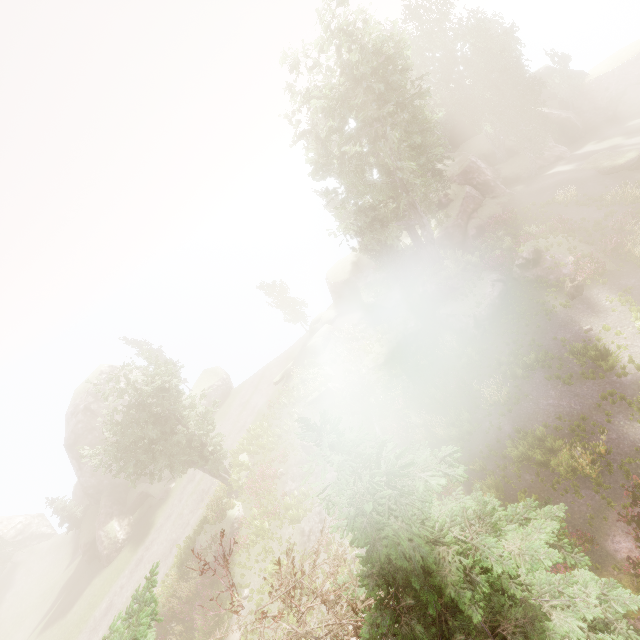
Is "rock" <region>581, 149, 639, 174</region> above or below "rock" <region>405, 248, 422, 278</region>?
below

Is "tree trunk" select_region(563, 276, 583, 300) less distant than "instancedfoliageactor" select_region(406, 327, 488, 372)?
Yes

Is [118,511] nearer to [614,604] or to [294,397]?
[294,397]

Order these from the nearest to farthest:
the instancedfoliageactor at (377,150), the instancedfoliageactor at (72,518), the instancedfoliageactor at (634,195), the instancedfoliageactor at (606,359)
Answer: the instancedfoliageactor at (606,359), the instancedfoliageactor at (377,150), the instancedfoliageactor at (634,195), the instancedfoliageactor at (72,518)

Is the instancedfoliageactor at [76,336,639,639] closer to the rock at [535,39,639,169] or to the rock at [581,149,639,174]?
the rock at [535,39,639,169]

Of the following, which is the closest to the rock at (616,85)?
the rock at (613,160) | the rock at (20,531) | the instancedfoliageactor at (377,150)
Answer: the instancedfoliageactor at (377,150)

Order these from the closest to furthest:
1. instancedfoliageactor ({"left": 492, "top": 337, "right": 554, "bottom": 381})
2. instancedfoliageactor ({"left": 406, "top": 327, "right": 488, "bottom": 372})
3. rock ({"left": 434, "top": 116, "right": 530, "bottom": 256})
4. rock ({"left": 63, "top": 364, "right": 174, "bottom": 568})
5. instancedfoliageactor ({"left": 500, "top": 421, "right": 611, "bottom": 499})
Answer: instancedfoliageactor ({"left": 500, "top": 421, "right": 611, "bottom": 499})
instancedfoliageactor ({"left": 492, "top": 337, "right": 554, "bottom": 381})
instancedfoliageactor ({"left": 406, "top": 327, "right": 488, "bottom": 372})
rock ({"left": 434, "top": 116, "right": 530, "bottom": 256})
rock ({"left": 63, "top": 364, "right": 174, "bottom": 568})
